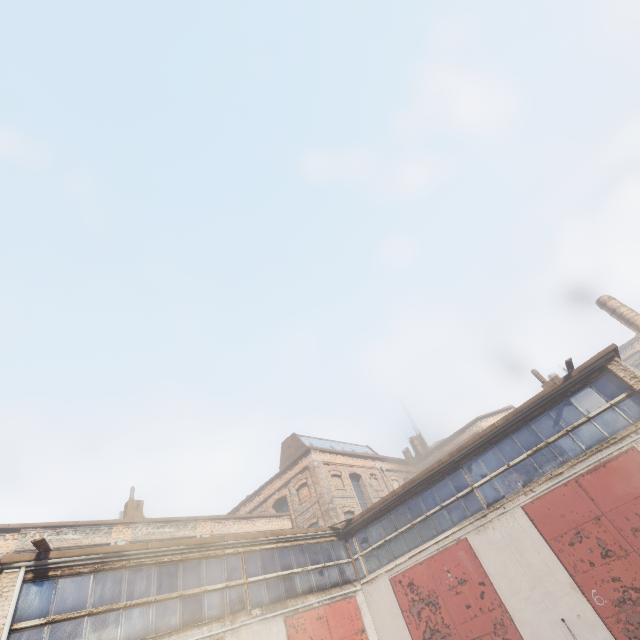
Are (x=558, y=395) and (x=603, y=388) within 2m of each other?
yes

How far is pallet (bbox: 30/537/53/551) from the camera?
7.3m

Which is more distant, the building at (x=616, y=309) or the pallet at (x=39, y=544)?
the building at (x=616, y=309)

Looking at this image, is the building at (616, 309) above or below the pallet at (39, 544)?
above

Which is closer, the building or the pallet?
the pallet

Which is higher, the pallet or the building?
the building
